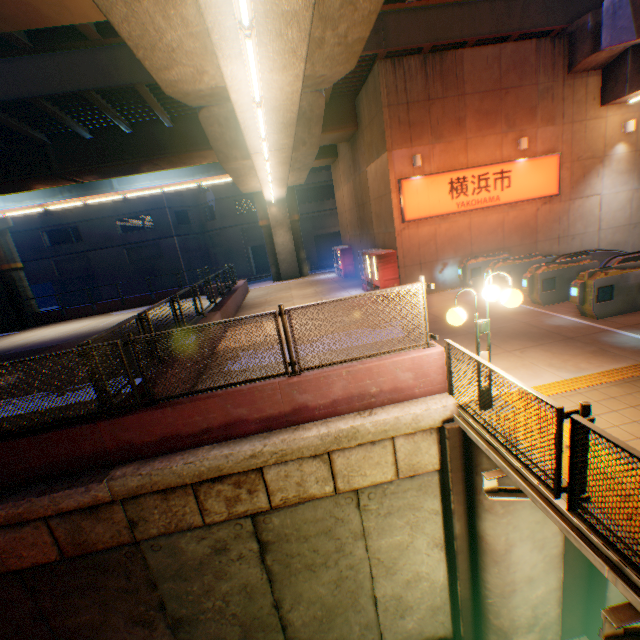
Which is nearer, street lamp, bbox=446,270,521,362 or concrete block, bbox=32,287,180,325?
street lamp, bbox=446,270,521,362

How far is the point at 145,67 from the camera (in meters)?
6.08

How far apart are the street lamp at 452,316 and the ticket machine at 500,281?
7.2m

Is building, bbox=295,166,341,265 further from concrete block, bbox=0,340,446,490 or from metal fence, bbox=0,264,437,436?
metal fence, bbox=0,264,437,436

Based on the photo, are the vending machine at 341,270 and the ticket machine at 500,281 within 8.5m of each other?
no

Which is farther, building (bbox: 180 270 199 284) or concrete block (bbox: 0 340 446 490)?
building (bbox: 180 270 199 284)

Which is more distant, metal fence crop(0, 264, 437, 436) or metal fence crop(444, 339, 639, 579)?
metal fence crop(0, 264, 437, 436)

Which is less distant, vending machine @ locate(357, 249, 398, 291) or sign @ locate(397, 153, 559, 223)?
sign @ locate(397, 153, 559, 223)
